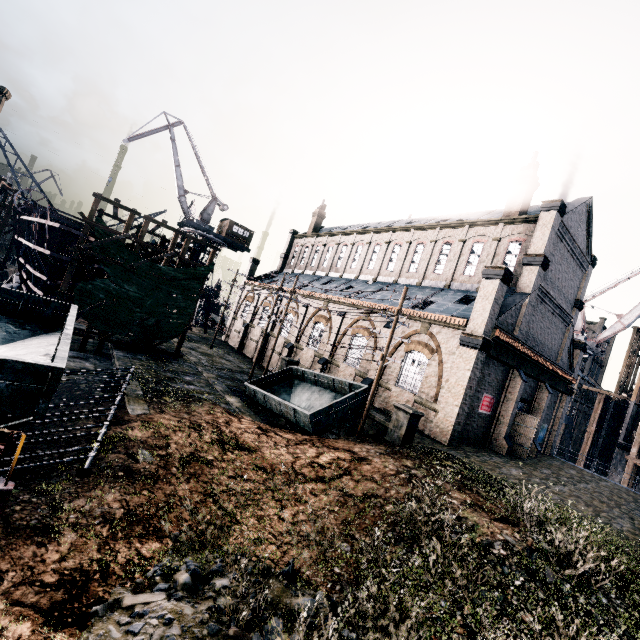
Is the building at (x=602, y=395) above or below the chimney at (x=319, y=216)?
below

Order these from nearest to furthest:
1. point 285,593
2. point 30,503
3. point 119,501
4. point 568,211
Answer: point 285,593, point 30,503, point 119,501, point 568,211

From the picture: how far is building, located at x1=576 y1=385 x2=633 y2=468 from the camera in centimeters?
4597cm

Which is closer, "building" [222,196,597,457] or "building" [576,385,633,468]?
"building" [222,196,597,457]

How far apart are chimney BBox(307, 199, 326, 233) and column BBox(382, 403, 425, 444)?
37.8 meters

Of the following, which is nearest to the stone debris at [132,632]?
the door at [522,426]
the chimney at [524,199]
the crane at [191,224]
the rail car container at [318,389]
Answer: the rail car container at [318,389]

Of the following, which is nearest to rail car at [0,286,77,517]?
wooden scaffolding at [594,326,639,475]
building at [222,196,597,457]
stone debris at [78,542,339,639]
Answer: stone debris at [78,542,339,639]

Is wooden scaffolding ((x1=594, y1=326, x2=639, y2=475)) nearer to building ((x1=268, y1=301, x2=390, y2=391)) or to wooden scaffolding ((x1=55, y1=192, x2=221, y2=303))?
building ((x1=268, y1=301, x2=390, y2=391))
